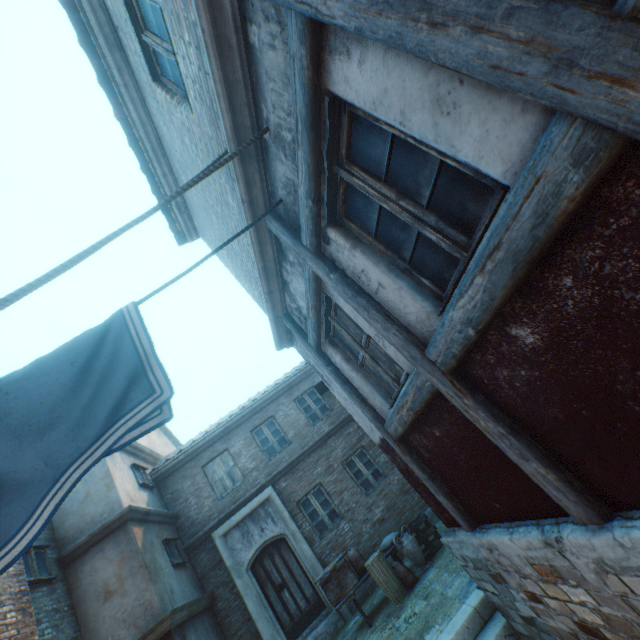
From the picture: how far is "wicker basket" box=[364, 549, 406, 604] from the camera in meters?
6.9 m

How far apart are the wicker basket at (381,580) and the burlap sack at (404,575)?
0.03m

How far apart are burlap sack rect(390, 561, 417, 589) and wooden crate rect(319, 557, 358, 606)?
0.9 meters

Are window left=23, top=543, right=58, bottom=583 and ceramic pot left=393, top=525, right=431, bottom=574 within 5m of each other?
no

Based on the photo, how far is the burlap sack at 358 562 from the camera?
7.8m

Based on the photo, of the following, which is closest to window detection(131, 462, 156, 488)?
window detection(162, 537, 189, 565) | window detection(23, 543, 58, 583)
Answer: window detection(162, 537, 189, 565)

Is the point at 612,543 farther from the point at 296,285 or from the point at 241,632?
the point at 241,632

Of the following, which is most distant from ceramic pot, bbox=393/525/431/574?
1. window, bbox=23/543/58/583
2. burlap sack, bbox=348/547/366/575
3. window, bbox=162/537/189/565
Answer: window, bbox=23/543/58/583
